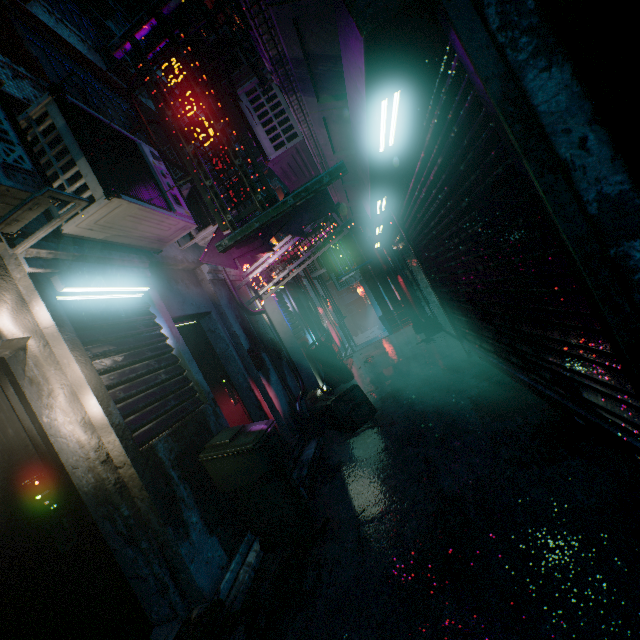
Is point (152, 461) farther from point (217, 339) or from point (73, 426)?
point (217, 339)

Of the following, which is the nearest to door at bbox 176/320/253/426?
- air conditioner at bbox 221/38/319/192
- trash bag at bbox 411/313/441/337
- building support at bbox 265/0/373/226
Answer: air conditioner at bbox 221/38/319/192

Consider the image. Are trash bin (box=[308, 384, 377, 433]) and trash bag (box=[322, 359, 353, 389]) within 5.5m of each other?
yes

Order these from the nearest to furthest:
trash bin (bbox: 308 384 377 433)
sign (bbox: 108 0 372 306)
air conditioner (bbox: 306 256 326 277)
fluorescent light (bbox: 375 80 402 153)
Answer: fluorescent light (bbox: 375 80 402 153) → sign (bbox: 108 0 372 306) → trash bin (bbox: 308 384 377 433) → air conditioner (bbox: 306 256 326 277)

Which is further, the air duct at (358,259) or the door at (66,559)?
the air duct at (358,259)

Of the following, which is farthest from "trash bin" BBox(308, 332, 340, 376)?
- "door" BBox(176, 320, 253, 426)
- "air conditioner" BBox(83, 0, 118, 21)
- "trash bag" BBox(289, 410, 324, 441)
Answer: "air conditioner" BBox(83, 0, 118, 21)

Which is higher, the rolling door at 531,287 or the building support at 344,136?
the building support at 344,136

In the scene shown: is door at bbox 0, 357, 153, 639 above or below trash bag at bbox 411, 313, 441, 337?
above
